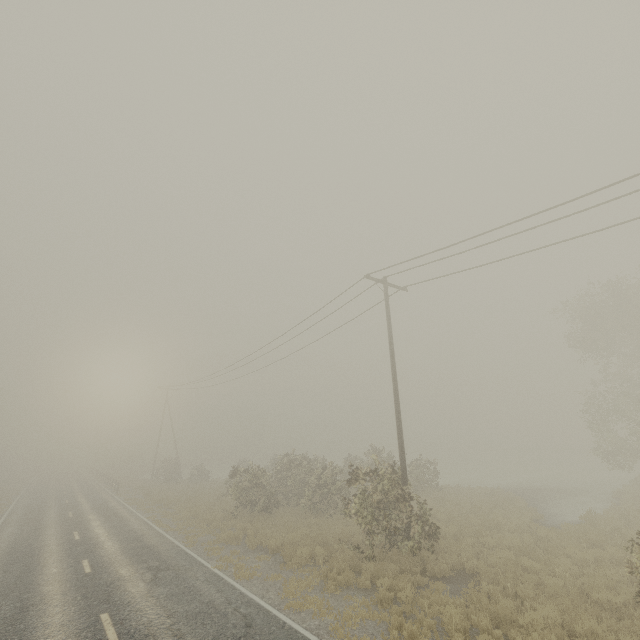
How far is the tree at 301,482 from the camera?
12.2m

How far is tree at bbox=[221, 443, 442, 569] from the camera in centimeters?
1220cm

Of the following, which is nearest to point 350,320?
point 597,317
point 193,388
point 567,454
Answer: point 597,317
